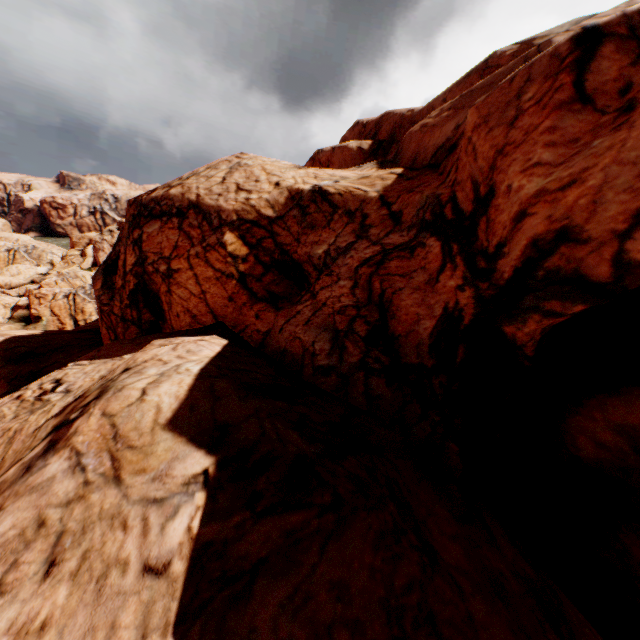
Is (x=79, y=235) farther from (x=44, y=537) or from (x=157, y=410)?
(x=44, y=537)
